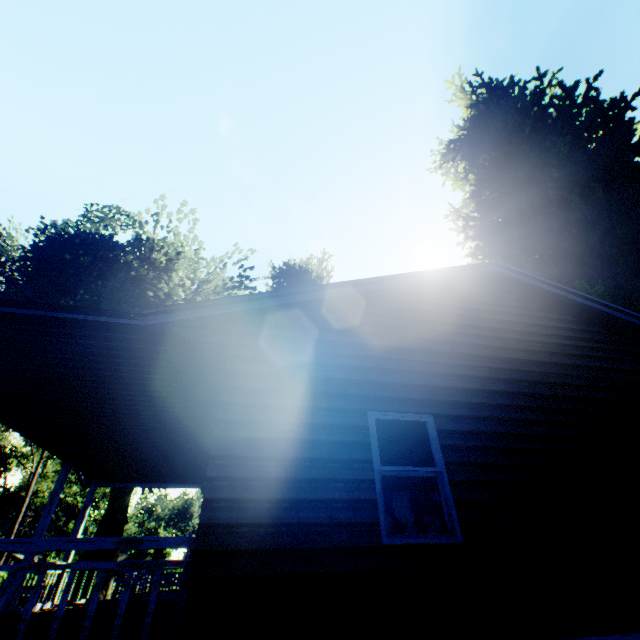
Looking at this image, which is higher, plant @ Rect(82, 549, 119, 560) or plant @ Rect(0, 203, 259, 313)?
plant @ Rect(0, 203, 259, 313)

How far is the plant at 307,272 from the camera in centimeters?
2231cm

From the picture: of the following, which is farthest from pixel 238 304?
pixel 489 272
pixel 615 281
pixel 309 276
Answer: pixel 309 276

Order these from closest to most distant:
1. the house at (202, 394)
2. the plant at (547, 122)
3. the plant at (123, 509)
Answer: the house at (202, 394) → the plant at (547, 122) → the plant at (123, 509)

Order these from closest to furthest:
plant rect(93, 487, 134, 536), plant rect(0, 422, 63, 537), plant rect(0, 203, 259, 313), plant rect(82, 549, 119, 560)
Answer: plant rect(0, 422, 63, 537) < plant rect(0, 203, 259, 313) < plant rect(82, 549, 119, 560) < plant rect(93, 487, 134, 536)

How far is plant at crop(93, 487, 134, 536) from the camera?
23.12m

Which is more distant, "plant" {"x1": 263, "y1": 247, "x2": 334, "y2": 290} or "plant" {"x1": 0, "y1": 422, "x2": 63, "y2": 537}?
"plant" {"x1": 263, "y1": 247, "x2": 334, "y2": 290}
